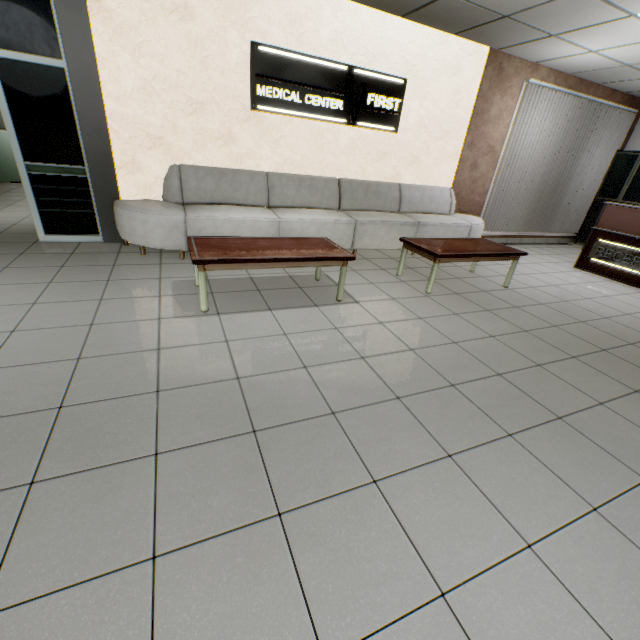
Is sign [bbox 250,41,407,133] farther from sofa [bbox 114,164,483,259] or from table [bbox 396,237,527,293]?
table [bbox 396,237,527,293]

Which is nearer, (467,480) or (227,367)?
(467,480)

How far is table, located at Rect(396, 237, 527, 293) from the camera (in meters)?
3.92

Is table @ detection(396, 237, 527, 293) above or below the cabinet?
below

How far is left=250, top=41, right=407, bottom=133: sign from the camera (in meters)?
4.30

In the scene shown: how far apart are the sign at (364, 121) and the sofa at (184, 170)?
0.78m

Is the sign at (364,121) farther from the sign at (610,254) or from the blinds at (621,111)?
the sign at (610,254)

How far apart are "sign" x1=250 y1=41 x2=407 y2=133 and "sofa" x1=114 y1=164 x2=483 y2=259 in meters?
0.8
